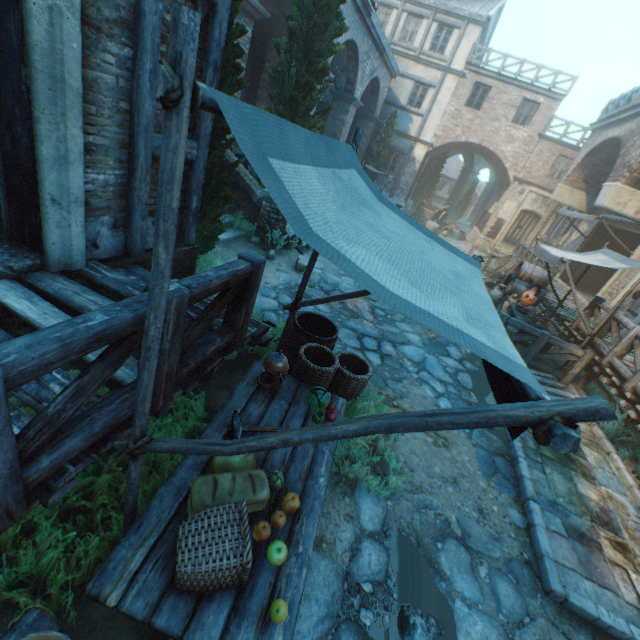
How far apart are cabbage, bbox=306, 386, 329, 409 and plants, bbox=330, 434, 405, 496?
0.5m

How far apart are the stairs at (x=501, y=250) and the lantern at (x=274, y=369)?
21.7m

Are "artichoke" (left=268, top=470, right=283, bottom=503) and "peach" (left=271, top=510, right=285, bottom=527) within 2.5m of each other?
yes

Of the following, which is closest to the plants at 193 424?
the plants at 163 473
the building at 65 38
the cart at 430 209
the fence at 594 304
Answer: the plants at 163 473

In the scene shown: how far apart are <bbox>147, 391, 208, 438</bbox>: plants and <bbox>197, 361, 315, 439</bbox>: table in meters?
0.5 m

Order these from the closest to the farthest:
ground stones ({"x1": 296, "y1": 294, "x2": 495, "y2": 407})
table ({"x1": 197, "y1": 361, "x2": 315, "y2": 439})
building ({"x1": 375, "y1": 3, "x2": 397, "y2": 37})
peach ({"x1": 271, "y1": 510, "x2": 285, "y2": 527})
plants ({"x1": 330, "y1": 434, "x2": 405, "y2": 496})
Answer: peach ({"x1": 271, "y1": 510, "x2": 285, "y2": 527})
table ({"x1": 197, "y1": 361, "x2": 315, "y2": 439})
plants ({"x1": 330, "y1": 434, "x2": 405, "y2": 496})
ground stones ({"x1": 296, "y1": 294, "x2": 495, "y2": 407})
building ({"x1": 375, "y1": 3, "x2": 397, "y2": 37})

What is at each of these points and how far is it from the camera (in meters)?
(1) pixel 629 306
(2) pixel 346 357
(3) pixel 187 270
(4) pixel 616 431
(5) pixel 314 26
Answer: (1) building, 10.17
(2) wicker basket, 4.32
(3) building, 5.19
(4) plants, 6.16
(5) tree, 7.29

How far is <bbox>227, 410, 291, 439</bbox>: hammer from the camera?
2.6 meters
